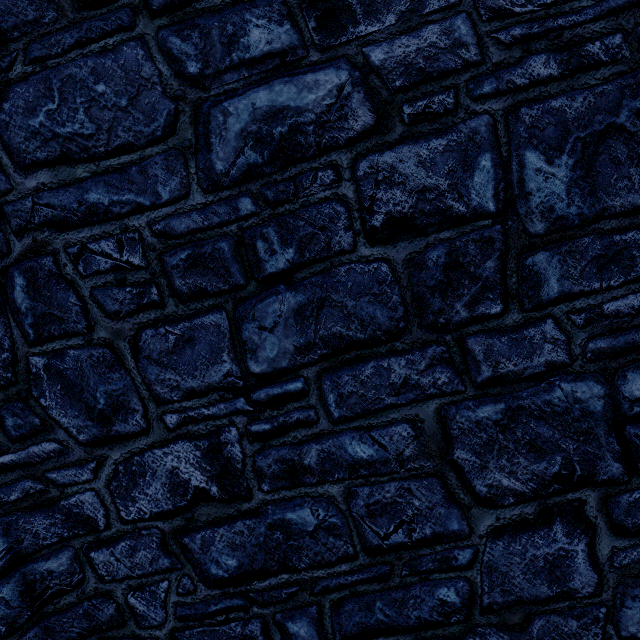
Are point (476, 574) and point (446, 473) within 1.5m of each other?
yes
